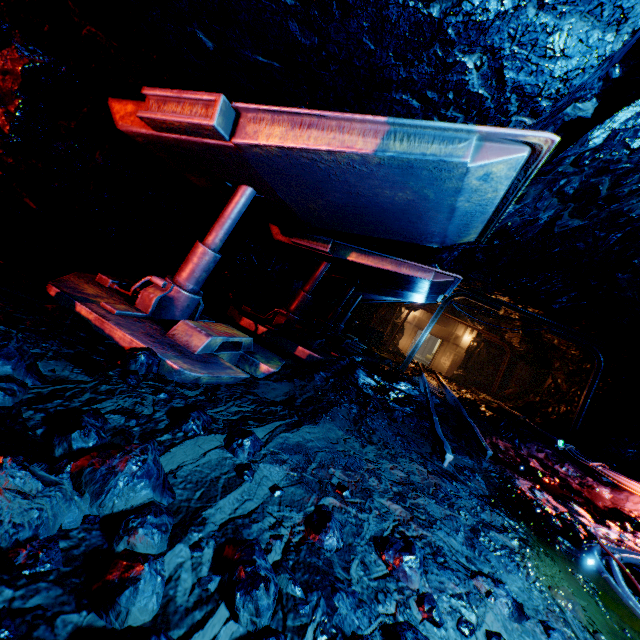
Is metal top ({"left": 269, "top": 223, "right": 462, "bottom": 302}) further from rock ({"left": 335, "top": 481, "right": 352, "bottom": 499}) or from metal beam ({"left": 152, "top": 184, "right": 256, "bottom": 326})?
metal beam ({"left": 152, "top": 184, "right": 256, "bottom": 326})

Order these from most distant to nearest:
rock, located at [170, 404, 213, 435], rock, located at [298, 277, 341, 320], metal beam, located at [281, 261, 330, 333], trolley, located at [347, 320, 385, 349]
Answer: trolley, located at [347, 320, 385, 349]
rock, located at [298, 277, 341, 320]
metal beam, located at [281, 261, 330, 333]
rock, located at [170, 404, 213, 435]

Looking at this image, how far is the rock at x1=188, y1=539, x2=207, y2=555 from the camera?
1.12m

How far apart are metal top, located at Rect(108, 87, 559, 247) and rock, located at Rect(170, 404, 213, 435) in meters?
1.7 m

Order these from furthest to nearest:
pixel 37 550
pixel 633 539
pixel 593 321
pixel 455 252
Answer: pixel 593 321, pixel 455 252, pixel 633 539, pixel 37 550

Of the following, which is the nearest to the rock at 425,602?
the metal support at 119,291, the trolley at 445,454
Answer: the trolley at 445,454

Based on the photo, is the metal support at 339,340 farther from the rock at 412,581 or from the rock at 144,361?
the rock at 144,361
